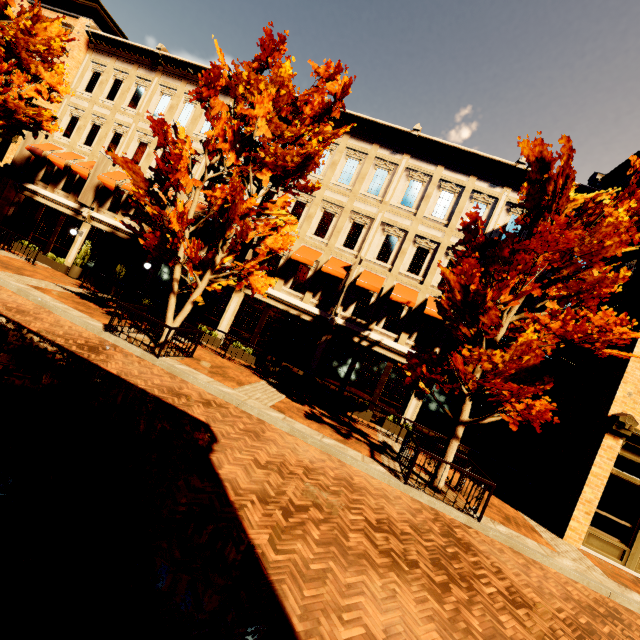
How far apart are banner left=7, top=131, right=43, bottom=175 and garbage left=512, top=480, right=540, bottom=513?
29.01m

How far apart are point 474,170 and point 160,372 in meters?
16.0

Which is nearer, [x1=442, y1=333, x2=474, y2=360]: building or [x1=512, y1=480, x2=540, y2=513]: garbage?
[x1=512, y1=480, x2=540, y2=513]: garbage

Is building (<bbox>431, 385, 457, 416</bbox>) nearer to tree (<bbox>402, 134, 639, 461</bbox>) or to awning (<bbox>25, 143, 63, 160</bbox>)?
awning (<bbox>25, 143, 63, 160</bbox>)

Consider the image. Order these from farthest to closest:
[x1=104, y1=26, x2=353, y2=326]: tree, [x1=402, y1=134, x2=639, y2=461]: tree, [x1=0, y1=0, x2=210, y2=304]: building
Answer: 1. [x1=0, y1=0, x2=210, y2=304]: building
2. [x1=104, y1=26, x2=353, y2=326]: tree
3. [x1=402, y1=134, x2=639, y2=461]: tree

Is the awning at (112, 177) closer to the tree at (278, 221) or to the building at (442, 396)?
the building at (442, 396)

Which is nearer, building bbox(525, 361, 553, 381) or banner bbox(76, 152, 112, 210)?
building bbox(525, 361, 553, 381)

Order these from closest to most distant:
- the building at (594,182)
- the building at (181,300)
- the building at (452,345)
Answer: the building at (594,182)
the building at (452,345)
the building at (181,300)
